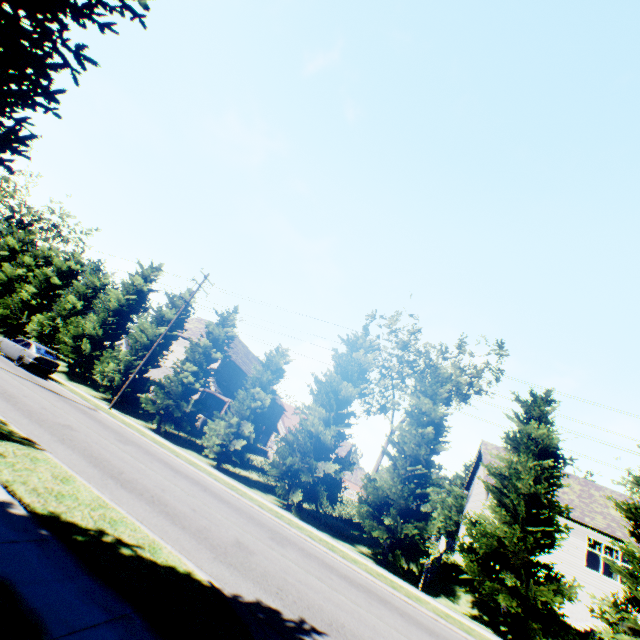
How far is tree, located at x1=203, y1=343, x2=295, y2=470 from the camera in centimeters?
2006cm

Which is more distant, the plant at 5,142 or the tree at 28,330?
the tree at 28,330

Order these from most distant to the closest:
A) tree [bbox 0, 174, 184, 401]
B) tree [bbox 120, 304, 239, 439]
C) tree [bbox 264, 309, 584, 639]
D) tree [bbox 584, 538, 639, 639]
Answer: tree [bbox 0, 174, 184, 401], tree [bbox 120, 304, 239, 439], tree [bbox 264, 309, 584, 639], tree [bbox 584, 538, 639, 639]

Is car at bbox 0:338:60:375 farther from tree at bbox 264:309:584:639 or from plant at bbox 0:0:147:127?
plant at bbox 0:0:147:127

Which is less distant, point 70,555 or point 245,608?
point 70,555

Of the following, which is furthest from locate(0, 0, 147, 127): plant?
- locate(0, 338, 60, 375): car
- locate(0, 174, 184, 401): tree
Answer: locate(0, 338, 60, 375): car

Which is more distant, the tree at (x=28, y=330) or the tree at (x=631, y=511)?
the tree at (x=28, y=330)
